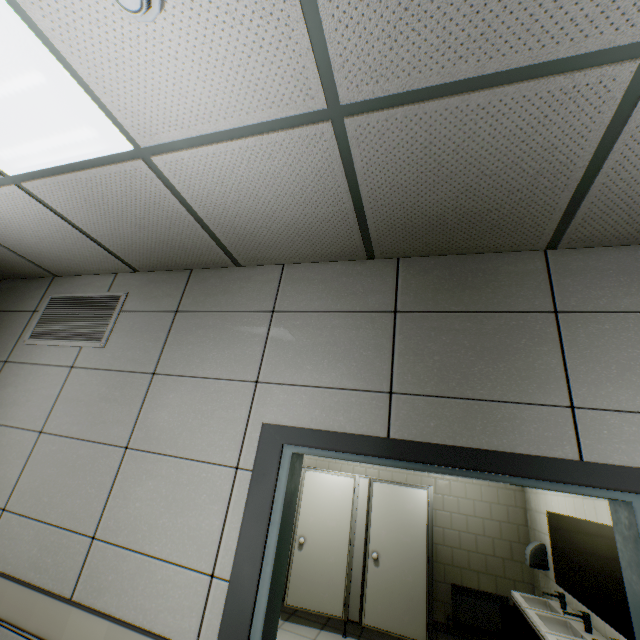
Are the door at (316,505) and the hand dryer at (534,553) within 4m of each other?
yes

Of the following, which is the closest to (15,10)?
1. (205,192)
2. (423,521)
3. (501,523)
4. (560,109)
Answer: (205,192)

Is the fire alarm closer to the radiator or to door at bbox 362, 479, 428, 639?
door at bbox 362, 479, 428, 639

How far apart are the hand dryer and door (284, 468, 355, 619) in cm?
247

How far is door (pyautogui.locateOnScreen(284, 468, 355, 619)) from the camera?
4.5m

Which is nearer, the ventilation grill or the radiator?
the ventilation grill

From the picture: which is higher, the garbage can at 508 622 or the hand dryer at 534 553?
the hand dryer at 534 553

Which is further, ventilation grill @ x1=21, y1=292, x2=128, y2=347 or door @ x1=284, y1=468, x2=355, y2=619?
door @ x1=284, y1=468, x2=355, y2=619
